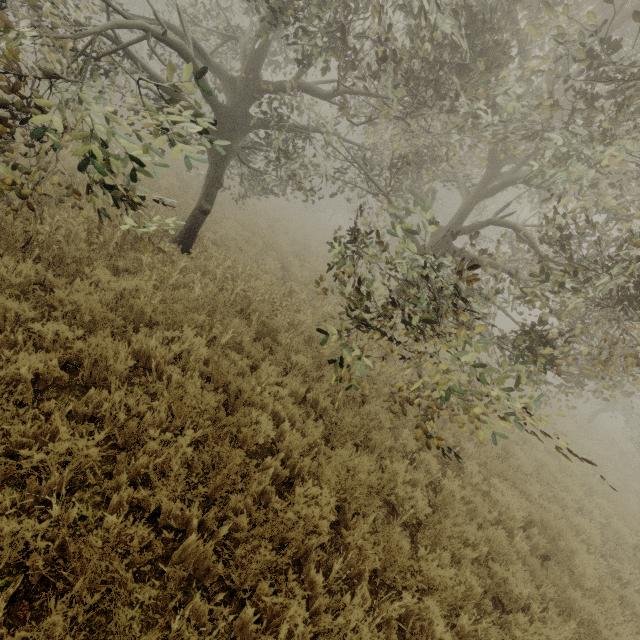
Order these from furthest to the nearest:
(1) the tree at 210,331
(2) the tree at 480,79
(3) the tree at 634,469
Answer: (3) the tree at 634,469 → (1) the tree at 210,331 → (2) the tree at 480,79

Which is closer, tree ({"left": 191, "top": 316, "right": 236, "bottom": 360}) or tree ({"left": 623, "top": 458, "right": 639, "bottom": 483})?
tree ({"left": 191, "top": 316, "right": 236, "bottom": 360})

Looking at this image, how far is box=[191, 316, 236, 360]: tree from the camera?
4.9 meters

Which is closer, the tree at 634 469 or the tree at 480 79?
the tree at 480 79

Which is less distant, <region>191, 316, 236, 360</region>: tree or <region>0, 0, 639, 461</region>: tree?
<region>0, 0, 639, 461</region>: tree

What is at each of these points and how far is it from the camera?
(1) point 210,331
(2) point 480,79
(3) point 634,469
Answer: (1) tree, 5.3m
(2) tree, 5.1m
(3) tree, 13.4m

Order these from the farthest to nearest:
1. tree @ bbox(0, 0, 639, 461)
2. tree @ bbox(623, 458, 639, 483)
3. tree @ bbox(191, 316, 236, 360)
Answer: tree @ bbox(623, 458, 639, 483) → tree @ bbox(191, 316, 236, 360) → tree @ bbox(0, 0, 639, 461)
